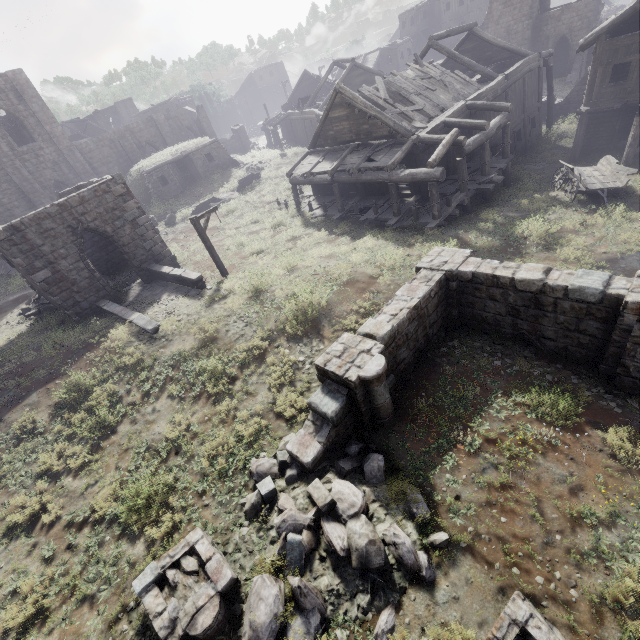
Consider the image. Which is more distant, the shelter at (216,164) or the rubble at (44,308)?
the shelter at (216,164)

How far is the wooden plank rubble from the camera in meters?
17.8

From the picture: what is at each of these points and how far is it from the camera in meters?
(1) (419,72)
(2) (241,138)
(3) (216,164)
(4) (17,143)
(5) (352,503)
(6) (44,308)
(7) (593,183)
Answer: (1) wooden plank rubble, 19.9
(2) building, 42.9
(3) shelter, 32.4
(4) building, 34.4
(5) rubble, 6.3
(6) rubble, 18.1
(7) cart, 15.0

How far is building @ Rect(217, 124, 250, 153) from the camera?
42.06m

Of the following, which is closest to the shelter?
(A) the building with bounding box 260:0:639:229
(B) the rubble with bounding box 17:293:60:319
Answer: (A) the building with bounding box 260:0:639:229

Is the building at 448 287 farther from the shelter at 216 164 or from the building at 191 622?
the shelter at 216 164

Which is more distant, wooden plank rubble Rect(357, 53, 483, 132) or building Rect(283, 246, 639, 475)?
wooden plank rubble Rect(357, 53, 483, 132)

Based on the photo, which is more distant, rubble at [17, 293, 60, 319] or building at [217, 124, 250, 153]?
building at [217, 124, 250, 153]
